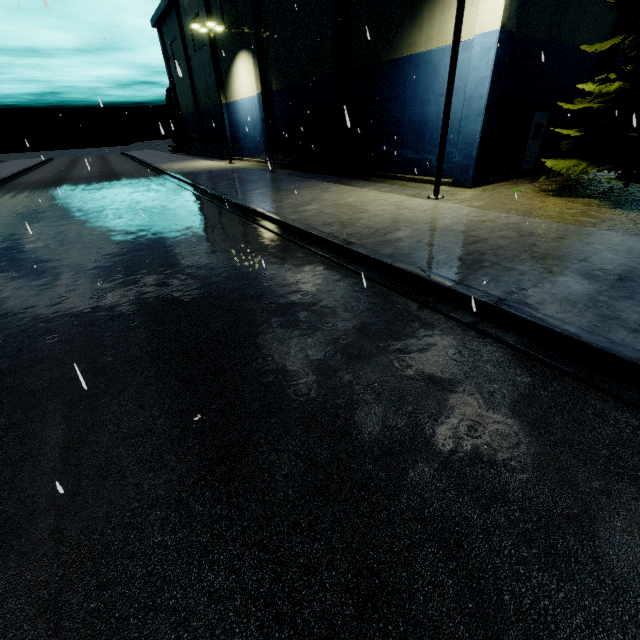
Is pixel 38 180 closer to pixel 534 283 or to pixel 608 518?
pixel 534 283

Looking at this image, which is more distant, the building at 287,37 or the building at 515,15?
the building at 287,37

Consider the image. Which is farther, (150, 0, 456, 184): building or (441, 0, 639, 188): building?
(150, 0, 456, 184): building
